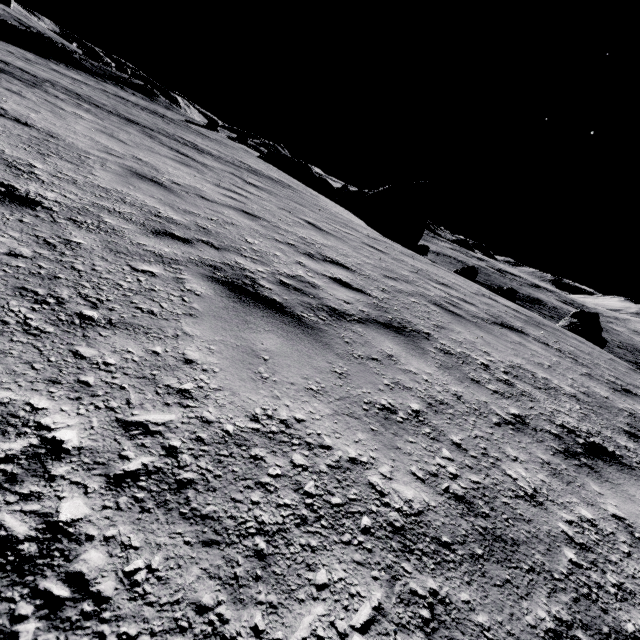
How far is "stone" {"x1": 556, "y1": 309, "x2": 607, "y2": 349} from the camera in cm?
1636

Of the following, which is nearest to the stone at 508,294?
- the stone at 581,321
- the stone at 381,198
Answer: the stone at 581,321

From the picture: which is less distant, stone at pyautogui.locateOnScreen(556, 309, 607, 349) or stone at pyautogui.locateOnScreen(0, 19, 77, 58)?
stone at pyautogui.locateOnScreen(556, 309, 607, 349)

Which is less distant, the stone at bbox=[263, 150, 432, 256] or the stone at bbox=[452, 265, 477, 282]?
the stone at bbox=[452, 265, 477, 282]

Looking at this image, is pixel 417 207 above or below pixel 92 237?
above

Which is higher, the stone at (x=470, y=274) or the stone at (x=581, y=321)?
the stone at (x=581, y=321)

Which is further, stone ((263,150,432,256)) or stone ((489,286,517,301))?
stone ((263,150,432,256))

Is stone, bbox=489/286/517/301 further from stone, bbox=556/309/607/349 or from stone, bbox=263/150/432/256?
stone, bbox=263/150/432/256
